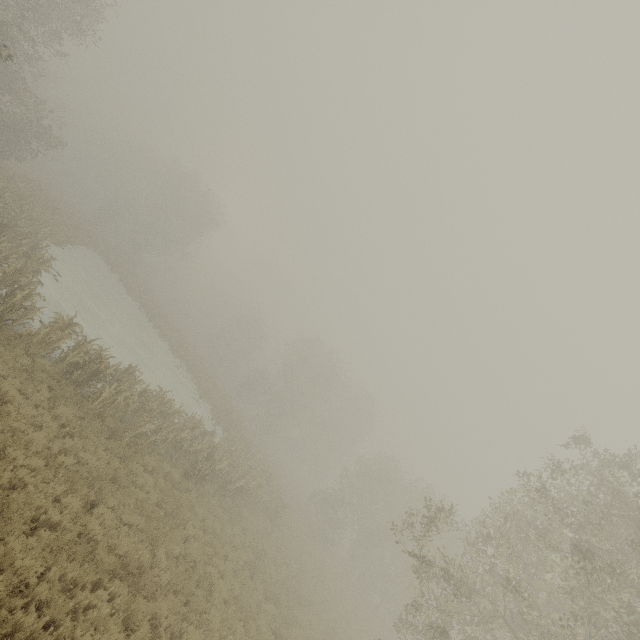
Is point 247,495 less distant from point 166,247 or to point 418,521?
point 418,521
